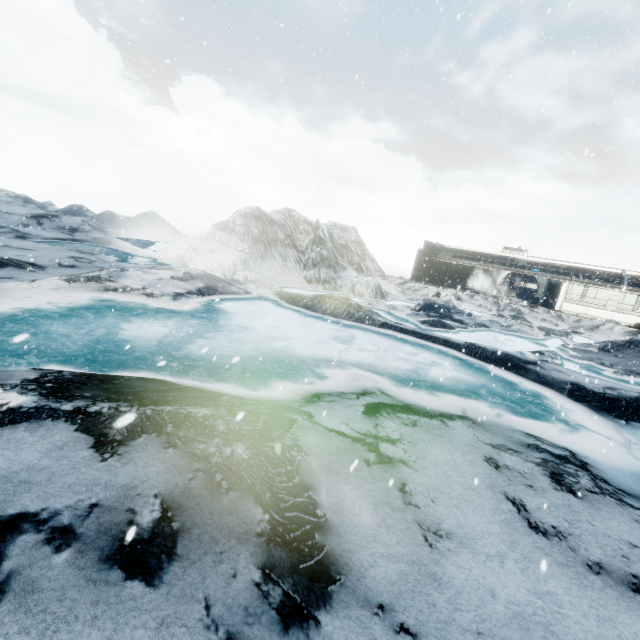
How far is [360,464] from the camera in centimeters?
479cm
